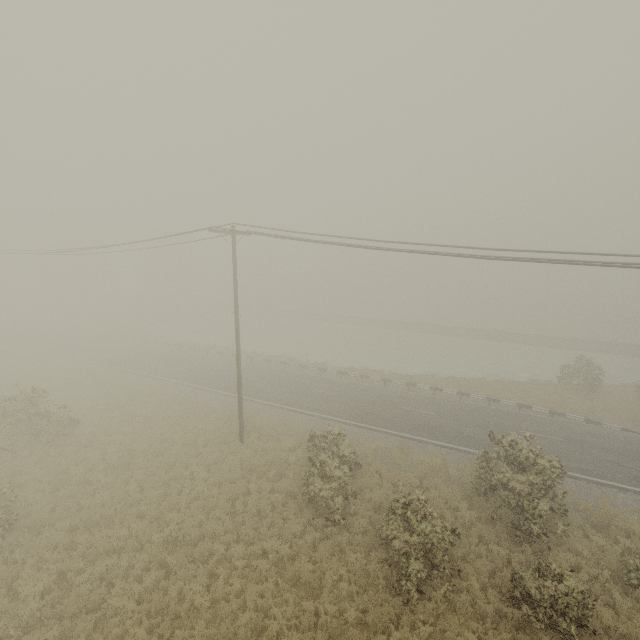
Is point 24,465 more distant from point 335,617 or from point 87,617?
point 335,617
